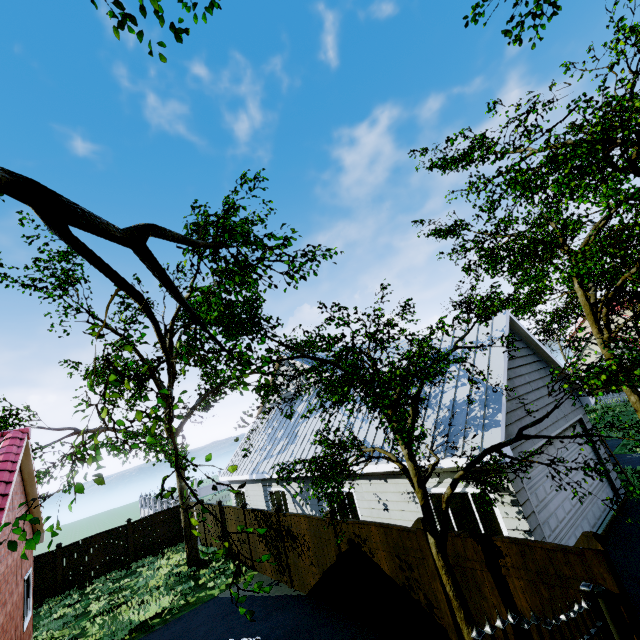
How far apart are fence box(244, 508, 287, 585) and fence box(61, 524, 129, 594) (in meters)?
10.53

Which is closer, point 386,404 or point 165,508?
point 386,404

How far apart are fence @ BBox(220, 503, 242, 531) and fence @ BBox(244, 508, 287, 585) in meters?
0.4 m

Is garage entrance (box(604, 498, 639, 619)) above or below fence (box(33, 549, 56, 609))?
below

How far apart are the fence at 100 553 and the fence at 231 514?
7.5 meters

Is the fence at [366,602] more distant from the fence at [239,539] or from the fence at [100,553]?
the fence at [100,553]

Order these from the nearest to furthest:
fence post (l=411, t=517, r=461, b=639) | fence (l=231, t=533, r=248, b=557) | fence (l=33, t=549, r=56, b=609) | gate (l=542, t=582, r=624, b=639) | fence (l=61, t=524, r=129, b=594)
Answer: gate (l=542, t=582, r=624, b=639)
fence post (l=411, t=517, r=461, b=639)
fence (l=231, t=533, r=248, b=557)
fence (l=33, t=549, r=56, b=609)
fence (l=61, t=524, r=129, b=594)

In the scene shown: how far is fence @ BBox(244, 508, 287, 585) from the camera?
11.55m
